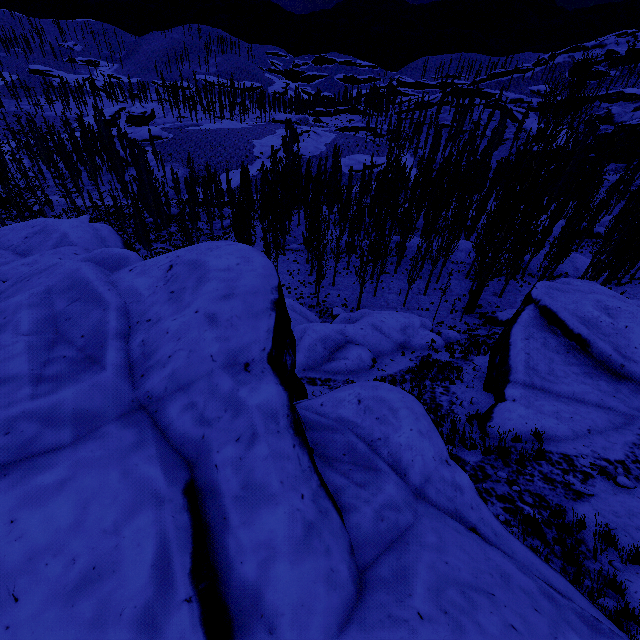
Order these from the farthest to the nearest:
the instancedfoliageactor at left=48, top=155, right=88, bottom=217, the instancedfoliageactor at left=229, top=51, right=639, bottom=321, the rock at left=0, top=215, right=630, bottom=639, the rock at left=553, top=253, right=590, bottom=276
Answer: the instancedfoliageactor at left=48, top=155, right=88, bottom=217 < the rock at left=553, top=253, right=590, bottom=276 < the instancedfoliageactor at left=229, top=51, right=639, bottom=321 < the rock at left=0, top=215, right=630, bottom=639

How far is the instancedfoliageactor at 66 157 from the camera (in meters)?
53.53

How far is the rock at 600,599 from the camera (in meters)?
4.92

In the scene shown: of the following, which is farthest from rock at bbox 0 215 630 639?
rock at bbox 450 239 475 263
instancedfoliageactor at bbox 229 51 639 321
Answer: rock at bbox 450 239 475 263

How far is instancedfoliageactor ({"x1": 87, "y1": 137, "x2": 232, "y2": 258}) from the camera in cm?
3531

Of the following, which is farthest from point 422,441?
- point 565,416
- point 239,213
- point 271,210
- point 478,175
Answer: point 478,175

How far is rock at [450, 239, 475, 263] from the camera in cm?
3597
